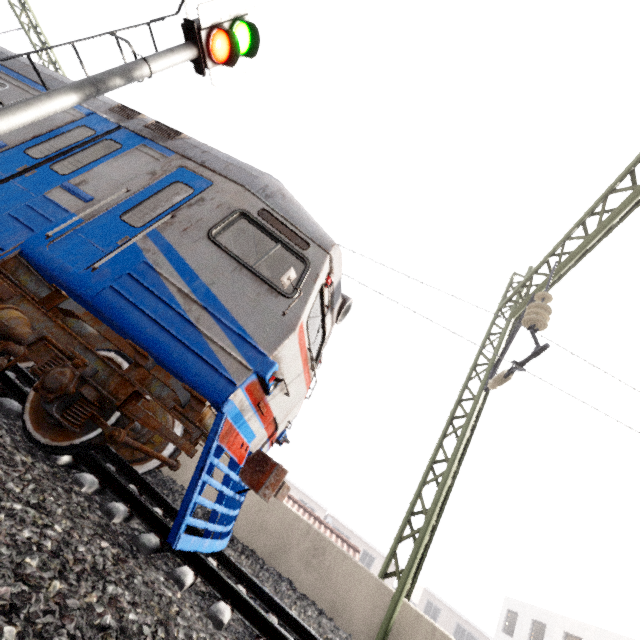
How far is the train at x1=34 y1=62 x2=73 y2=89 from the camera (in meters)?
5.60

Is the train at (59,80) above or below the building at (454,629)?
above

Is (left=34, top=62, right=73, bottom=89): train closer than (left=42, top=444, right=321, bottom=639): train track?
No

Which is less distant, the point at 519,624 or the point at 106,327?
the point at 106,327

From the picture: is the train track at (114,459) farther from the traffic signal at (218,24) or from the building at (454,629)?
the building at (454,629)

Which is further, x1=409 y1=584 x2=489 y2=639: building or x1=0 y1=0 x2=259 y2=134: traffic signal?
x1=409 y1=584 x2=489 y2=639: building

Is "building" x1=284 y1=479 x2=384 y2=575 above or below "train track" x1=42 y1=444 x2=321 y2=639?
above

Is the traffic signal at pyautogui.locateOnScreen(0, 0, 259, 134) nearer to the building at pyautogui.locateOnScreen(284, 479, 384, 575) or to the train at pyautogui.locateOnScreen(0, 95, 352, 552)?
the train at pyautogui.locateOnScreen(0, 95, 352, 552)
